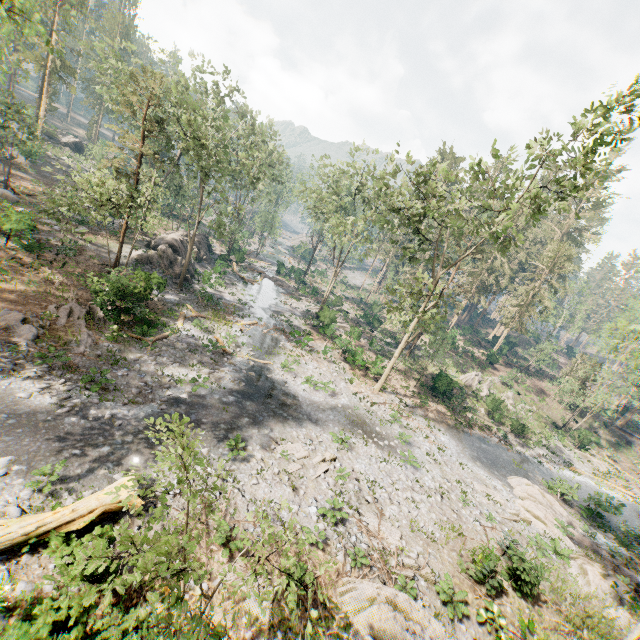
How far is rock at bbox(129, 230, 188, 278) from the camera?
31.0m

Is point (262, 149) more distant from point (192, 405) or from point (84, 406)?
point (84, 406)

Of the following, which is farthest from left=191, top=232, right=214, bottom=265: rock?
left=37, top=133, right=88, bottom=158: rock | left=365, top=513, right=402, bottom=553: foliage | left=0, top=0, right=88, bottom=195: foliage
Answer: left=365, top=513, right=402, bottom=553: foliage

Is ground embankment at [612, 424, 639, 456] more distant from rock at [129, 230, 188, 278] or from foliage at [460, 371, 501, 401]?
rock at [129, 230, 188, 278]

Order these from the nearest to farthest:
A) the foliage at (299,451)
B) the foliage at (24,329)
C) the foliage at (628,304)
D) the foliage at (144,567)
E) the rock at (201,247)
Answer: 1. the foliage at (144,567)
2. the foliage at (628,304)
3. the foliage at (24,329)
4. the foliage at (299,451)
5. the rock at (201,247)

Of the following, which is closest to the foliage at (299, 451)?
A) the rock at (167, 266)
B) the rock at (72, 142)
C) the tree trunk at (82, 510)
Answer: the rock at (72, 142)

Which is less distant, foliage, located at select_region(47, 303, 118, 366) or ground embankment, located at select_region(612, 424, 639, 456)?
foliage, located at select_region(47, 303, 118, 366)
